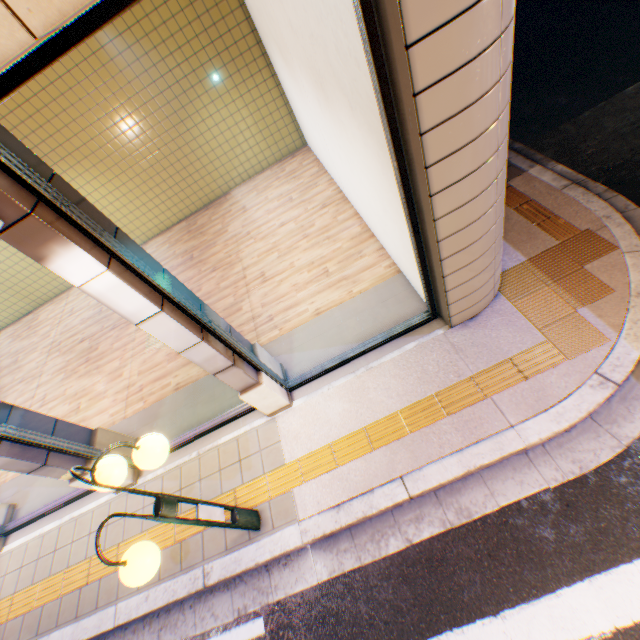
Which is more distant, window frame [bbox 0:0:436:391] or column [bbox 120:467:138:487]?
column [bbox 120:467:138:487]

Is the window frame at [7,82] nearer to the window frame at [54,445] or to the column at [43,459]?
the window frame at [54,445]

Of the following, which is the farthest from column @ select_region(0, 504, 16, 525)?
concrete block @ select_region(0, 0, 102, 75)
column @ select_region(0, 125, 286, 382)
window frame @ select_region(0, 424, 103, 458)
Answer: column @ select_region(0, 125, 286, 382)

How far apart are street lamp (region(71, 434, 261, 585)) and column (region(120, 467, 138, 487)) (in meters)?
1.95

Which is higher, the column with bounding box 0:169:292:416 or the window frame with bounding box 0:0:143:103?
the window frame with bounding box 0:0:143:103

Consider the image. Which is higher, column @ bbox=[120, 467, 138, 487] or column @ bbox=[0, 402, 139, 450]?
column @ bbox=[0, 402, 139, 450]

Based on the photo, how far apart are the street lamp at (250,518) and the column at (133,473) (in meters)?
1.95

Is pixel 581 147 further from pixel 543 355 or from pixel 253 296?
pixel 253 296
